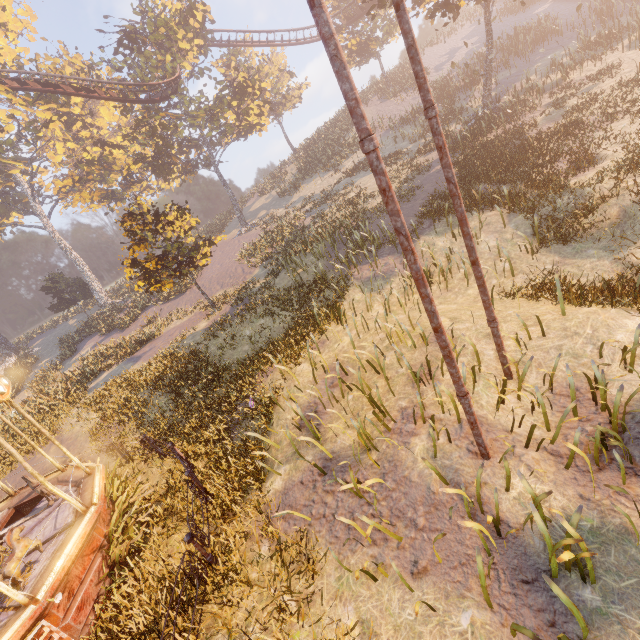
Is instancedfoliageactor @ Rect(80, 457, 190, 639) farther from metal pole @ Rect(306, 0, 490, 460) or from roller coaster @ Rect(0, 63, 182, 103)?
roller coaster @ Rect(0, 63, 182, 103)

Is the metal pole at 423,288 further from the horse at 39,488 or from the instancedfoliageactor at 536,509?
the horse at 39,488

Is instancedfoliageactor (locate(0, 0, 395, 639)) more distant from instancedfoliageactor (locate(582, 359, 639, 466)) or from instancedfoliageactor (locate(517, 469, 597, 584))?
instancedfoliageactor (locate(582, 359, 639, 466))

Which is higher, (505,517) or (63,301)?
(63,301)

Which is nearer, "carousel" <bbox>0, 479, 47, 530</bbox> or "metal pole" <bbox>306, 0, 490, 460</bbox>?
"metal pole" <bbox>306, 0, 490, 460</bbox>

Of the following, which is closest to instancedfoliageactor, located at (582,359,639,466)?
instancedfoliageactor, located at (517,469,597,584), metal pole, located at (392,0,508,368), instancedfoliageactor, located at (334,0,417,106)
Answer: instancedfoliageactor, located at (517,469,597,584)

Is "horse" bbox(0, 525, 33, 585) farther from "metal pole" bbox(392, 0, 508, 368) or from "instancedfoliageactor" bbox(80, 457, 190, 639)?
"metal pole" bbox(392, 0, 508, 368)

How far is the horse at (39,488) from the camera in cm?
898
